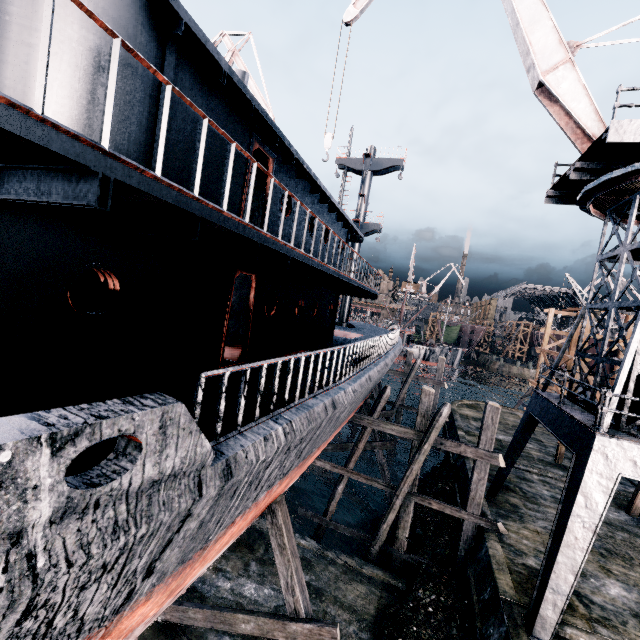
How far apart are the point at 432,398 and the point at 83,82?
14.67m

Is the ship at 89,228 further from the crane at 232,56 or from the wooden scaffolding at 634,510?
the wooden scaffolding at 634,510

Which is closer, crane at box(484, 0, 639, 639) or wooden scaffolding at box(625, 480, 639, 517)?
crane at box(484, 0, 639, 639)

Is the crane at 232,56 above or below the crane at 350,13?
above

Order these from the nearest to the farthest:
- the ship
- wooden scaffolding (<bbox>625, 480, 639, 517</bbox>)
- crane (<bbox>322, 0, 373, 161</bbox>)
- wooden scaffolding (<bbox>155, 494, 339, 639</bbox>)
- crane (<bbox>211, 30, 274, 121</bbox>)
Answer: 1. the ship
2. wooden scaffolding (<bbox>155, 494, 339, 639</bbox>)
3. crane (<bbox>322, 0, 373, 161</bbox>)
4. wooden scaffolding (<bbox>625, 480, 639, 517</bbox>)
5. crane (<bbox>211, 30, 274, 121</bbox>)

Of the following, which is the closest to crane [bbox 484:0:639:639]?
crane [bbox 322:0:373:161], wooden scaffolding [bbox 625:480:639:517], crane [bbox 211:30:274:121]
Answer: crane [bbox 322:0:373:161]

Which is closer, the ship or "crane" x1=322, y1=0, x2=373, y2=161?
the ship

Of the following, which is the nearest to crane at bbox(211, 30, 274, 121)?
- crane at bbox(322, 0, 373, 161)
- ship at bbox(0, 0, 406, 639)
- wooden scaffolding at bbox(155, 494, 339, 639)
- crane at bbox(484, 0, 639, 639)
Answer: ship at bbox(0, 0, 406, 639)
